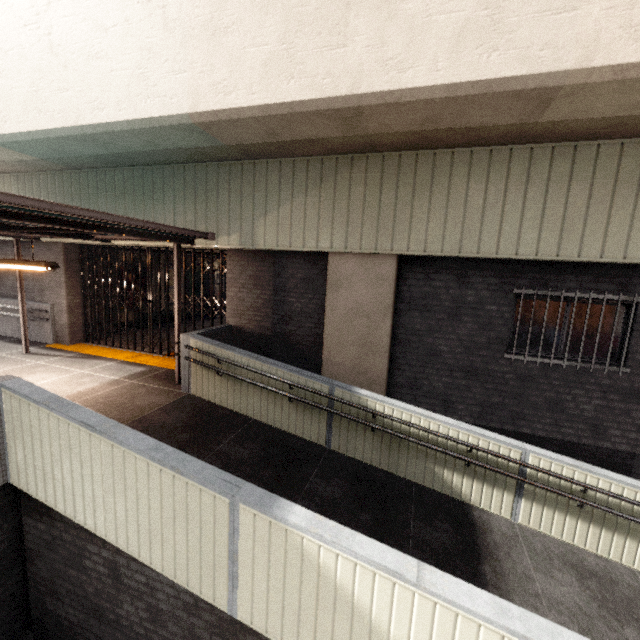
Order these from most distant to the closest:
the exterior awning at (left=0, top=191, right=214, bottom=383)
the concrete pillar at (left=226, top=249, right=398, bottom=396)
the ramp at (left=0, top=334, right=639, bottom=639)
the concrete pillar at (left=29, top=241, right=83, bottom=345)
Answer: the concrete pillar at (left=29, top=241, right=83, bottom=345) < the concrete pillar at (left=226, top=249, right=398, bottom=396) < the exterior awning at (left=0, top=191, right=214, bottom=383) < the ramp at (left=0, top=334, right=639, bottom=639)

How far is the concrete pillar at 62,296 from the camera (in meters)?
9.21

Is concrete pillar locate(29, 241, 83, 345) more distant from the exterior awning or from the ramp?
the ramp

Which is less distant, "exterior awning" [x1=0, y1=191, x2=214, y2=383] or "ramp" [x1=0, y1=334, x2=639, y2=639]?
"ramp" [x1=0, y1=334, x2=639, y2=639]

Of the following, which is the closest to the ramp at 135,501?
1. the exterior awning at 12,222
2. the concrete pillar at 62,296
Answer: the exterior awning at 12,222

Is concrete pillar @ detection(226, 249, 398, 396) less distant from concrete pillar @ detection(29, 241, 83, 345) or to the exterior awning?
the exterior awning

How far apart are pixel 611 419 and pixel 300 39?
7.8 meters

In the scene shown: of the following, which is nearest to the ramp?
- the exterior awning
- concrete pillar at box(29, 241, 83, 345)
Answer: the exterior awning
